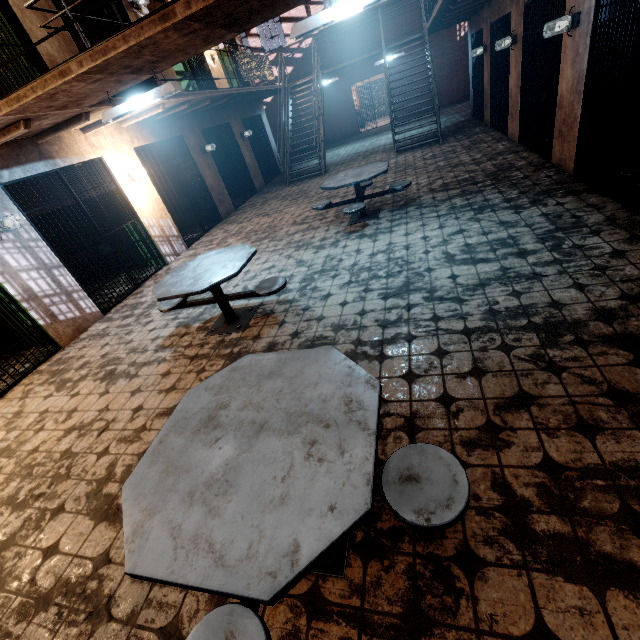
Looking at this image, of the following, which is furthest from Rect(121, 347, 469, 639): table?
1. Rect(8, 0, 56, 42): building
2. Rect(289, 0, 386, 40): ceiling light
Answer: Rect(8, 0, 56, 42): building

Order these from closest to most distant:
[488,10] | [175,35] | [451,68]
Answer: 1. [175,35]
2. [488,10]
3. [451,68]

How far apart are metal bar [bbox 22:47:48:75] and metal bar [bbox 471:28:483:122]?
10.62m

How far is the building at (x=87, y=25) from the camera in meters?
7.7 m

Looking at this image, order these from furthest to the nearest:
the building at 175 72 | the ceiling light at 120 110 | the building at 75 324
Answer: the building at 175 72, the building at 75 324, the ceiling light at 120 110

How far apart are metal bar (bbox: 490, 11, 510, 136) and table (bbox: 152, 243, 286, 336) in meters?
7.6 m

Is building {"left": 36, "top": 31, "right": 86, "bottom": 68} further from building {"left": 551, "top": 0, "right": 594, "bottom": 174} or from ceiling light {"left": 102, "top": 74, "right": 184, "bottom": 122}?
building {"left": 551, "top": 0, "right": 594, "bottom": 174}

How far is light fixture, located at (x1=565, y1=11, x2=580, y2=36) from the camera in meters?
4.2 m
